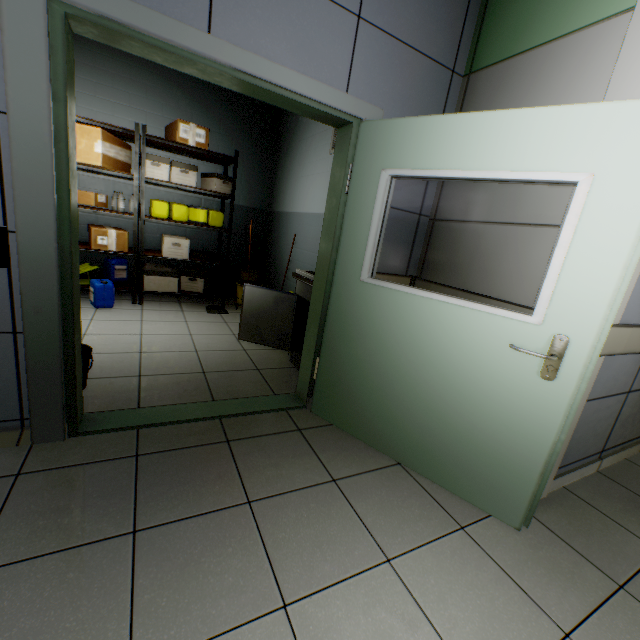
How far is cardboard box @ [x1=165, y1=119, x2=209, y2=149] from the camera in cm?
410

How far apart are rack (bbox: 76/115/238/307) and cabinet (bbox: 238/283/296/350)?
1.7m

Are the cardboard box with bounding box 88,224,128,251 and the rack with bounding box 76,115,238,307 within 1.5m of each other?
yes

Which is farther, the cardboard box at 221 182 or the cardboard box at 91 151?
the cardboard box at 221 182

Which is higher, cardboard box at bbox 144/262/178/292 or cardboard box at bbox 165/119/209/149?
cardboard box at bbox 165/119/209/149

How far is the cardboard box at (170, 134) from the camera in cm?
410

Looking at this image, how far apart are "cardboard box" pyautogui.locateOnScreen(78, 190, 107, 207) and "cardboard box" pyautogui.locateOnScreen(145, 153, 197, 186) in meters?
0.6

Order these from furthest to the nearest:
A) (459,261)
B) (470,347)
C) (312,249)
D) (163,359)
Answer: (312,249), (163,359), (459,261), (470,347)
